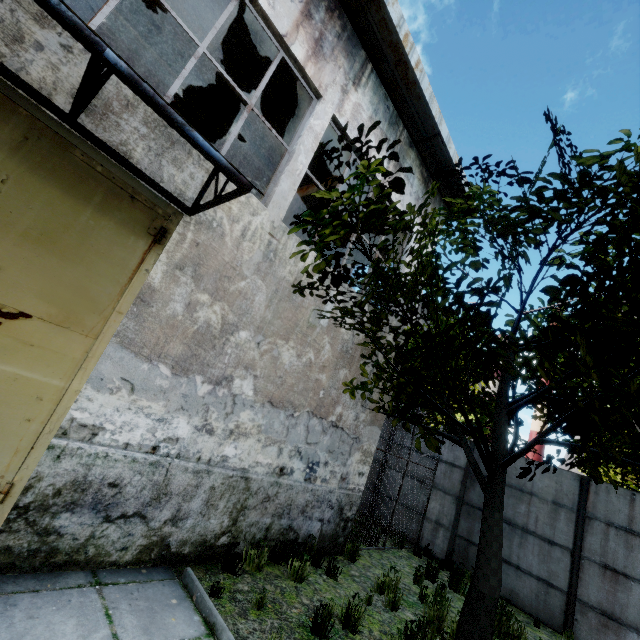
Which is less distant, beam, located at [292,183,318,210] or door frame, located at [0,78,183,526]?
door frame, located at [0,78,183,526]

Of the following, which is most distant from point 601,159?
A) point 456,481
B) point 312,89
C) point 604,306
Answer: point 456,481

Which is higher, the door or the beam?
the beam

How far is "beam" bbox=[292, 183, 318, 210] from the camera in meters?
9.1 m

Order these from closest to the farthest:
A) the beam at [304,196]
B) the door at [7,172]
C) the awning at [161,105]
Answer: the awning at [161,105] → the door at [7,172] → the beam at [304,196]

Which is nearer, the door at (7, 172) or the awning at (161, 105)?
the awning at (161, 105)

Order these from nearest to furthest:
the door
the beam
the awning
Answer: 1. the awning
2. the door
3. the beam

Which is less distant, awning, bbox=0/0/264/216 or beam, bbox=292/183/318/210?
awning, bbox=0/0/264/216
